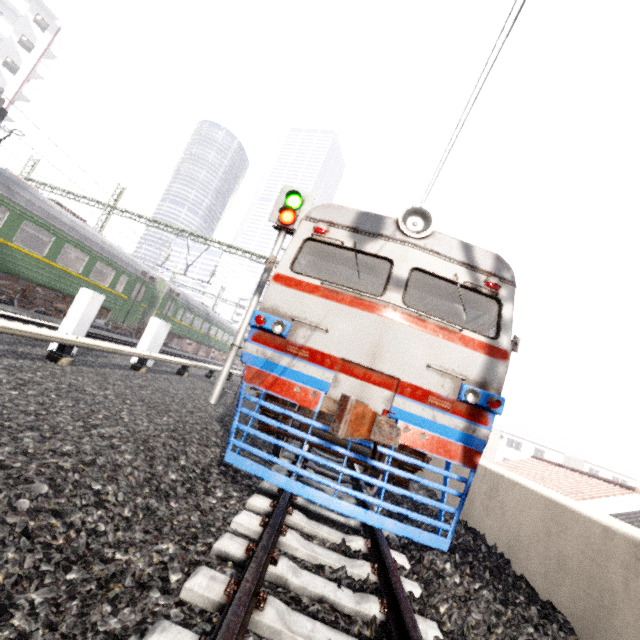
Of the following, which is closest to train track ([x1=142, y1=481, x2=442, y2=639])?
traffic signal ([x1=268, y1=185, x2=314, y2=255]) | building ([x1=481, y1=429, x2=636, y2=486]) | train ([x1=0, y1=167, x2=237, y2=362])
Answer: traffic signal ([x1=268, y1=185, x2=314, y2=255])

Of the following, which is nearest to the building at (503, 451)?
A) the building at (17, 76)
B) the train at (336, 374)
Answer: the train at (336, 374)

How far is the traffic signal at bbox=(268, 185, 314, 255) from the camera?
8.4m

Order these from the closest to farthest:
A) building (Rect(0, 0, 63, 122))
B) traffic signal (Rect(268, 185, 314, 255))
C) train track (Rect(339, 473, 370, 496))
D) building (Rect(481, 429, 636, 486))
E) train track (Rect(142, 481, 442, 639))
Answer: train track (Rect(142, 481, 442, 639))
train track (Rect(339, 473, 370, 496))
traffic signal (Rect(268, 185, 314, 255))
building (Rect(0, 0, 63, 122))
building (Rect(481, 429, 636, 486))

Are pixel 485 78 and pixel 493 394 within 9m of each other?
yes

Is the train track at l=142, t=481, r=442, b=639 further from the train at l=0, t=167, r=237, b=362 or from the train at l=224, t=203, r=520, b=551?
the train at l=0, t=167, r=237, b=362

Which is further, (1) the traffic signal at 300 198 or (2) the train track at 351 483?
Answer: (1) the traffic signal at 300 198

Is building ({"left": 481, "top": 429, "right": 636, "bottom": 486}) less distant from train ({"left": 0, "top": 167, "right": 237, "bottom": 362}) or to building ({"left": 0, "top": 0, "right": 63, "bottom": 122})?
train ({"left": 0, "top": 167, "right": 237, "bottom": 362})
